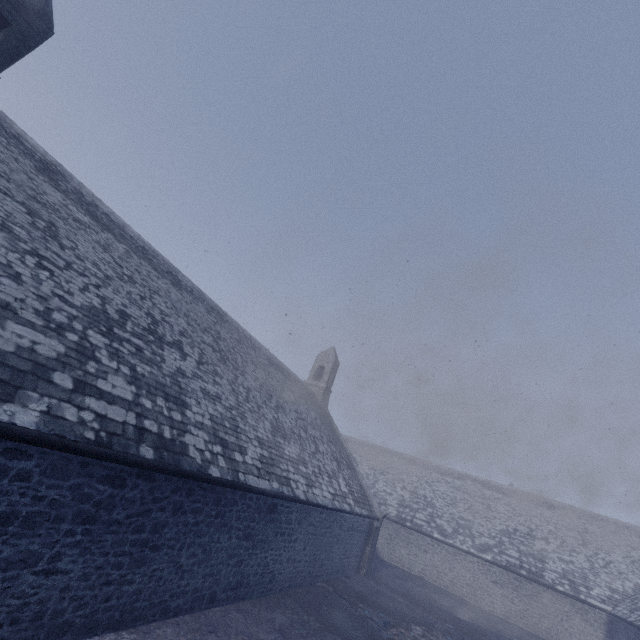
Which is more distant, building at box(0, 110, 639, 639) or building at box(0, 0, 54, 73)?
building at box(0, 0, 54, 73)

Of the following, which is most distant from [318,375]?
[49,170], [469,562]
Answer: [49,170]

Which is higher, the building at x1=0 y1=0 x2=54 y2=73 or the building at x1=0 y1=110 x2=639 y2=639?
the building at x1=0 y1=0 x2=54 y2=73

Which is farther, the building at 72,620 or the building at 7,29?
the building at 7,29

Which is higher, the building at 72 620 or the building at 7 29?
the building at 7 29
